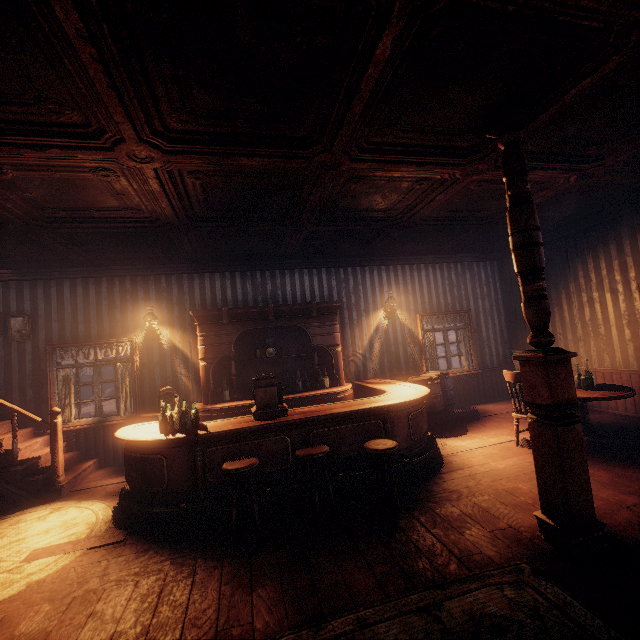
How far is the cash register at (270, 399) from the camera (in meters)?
4.47

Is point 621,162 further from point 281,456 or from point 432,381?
point 281,456

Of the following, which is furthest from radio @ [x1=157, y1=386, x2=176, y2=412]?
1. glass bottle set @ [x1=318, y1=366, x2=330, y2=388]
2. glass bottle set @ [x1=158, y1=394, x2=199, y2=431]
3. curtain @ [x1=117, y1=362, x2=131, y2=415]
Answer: glass bottle set @ [x1=318, y1=366, x2=330, y2=388]

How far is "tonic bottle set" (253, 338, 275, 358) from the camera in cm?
679

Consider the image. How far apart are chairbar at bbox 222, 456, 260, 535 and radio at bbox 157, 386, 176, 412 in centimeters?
285cm

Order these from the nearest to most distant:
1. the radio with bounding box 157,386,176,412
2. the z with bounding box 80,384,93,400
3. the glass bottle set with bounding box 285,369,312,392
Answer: the radio with bounding box 157,386,176,412 → the glass bottle set with bounding box 285,369,312,392 → the z with bounding box 80,384,93,400

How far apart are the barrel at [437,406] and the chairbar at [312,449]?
3.2m

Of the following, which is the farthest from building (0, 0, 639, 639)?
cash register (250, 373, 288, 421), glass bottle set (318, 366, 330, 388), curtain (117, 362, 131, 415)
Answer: cash register (250, 373, 288, 421)
